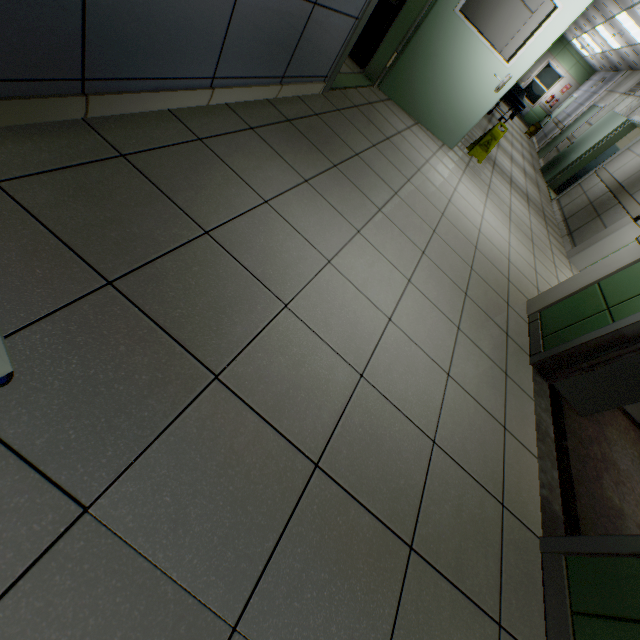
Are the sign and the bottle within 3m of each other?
yes

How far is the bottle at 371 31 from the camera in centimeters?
432cm

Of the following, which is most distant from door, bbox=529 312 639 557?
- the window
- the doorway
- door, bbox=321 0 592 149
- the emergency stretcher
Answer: the window

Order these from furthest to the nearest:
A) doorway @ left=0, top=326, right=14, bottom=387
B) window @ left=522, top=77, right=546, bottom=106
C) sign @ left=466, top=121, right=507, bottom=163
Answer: window @ left=522, top=77, right=546, bottom=106 < sign @ left=466, top=121, right=507, bottom=163 < doorway @ left=0, top=326, right=14, bottom=387

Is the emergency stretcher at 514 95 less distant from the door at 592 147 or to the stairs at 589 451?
the door at 592 147

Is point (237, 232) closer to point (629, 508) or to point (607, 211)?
point (629, 508)

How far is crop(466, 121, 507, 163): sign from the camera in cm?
536

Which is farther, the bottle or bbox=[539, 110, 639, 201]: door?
bbox=[539, 110, 639, 201]: door
